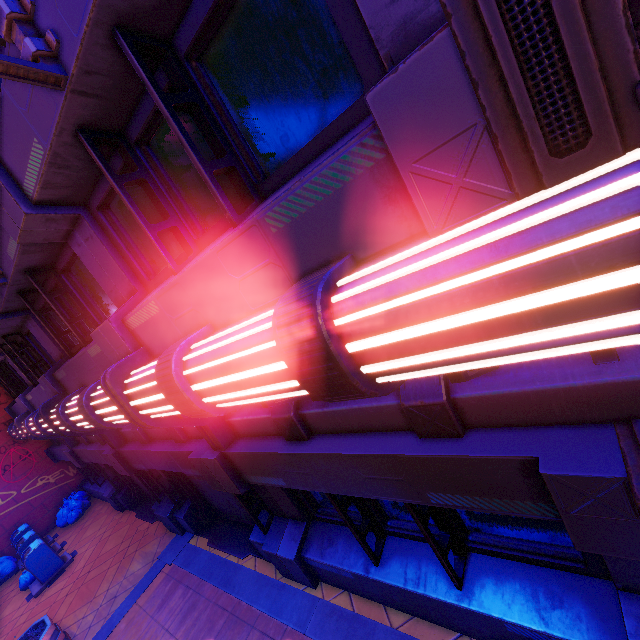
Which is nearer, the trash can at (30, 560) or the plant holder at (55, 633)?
the plant holder at (55, 633)

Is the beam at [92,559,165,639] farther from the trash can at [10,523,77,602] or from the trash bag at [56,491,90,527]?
the trash bag at [56,491,90,527]

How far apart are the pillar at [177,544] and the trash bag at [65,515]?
8.0 meters

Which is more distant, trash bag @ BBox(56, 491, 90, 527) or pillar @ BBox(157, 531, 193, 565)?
trash bag @ BBox(56, 491, 90, 527)

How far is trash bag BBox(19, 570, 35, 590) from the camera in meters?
10.4 m

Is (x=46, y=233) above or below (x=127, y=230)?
above

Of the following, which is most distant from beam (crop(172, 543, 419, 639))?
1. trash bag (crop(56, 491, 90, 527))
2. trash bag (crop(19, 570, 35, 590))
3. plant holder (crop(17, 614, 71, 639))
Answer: trash bag (crop(56, 491, 90, 527))

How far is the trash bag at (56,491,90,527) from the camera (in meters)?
13.34
